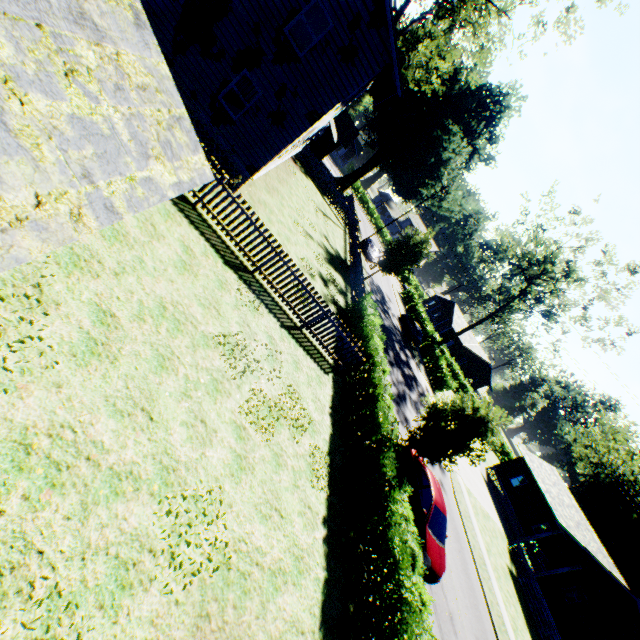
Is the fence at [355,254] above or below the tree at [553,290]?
below

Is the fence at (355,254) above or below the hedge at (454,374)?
below

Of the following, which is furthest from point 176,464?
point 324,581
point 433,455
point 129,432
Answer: point 433,455

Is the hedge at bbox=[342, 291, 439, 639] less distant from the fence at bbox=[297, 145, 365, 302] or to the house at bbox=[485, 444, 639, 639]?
the fence at bbox=[297, 145, 365, 302]

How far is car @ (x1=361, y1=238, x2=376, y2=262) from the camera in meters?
38.9 m

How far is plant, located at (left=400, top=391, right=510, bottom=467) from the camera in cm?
1255

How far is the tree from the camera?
31.7m

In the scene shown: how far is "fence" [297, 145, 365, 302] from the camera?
24.8 meters
